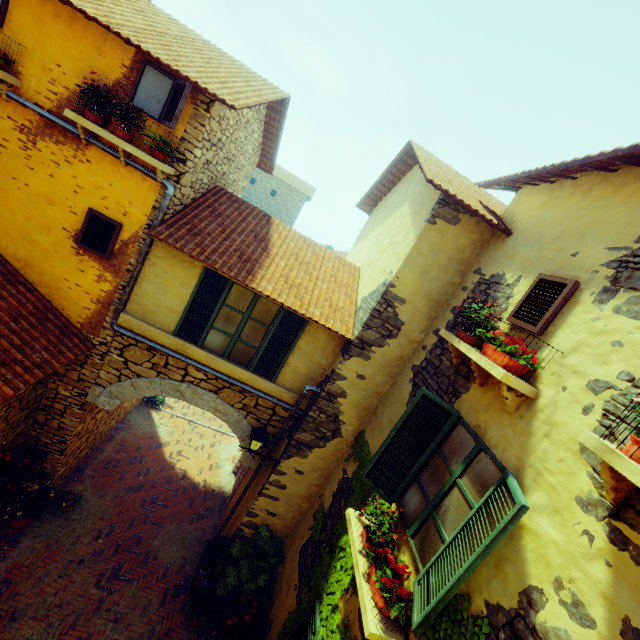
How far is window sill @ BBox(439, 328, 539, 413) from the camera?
3.3 meters

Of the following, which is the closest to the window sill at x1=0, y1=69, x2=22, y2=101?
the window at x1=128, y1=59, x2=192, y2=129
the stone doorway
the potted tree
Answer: the window at x1=128, y1=59, x2=192, y2=129

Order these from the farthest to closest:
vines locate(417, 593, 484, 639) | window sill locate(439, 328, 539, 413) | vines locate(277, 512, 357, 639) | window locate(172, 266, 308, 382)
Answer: window locate(172, 266, 308, 382)
vines locate(277, 512, 357, 639)
window sill locate(439, 328, 539, 413)
vines locate(417, 593, 484, 639)

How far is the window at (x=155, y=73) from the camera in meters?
4.8 m

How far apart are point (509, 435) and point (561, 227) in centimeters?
283cm

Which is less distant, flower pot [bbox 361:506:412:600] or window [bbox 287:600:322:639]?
flower pot [bbox 361:506:412:600]

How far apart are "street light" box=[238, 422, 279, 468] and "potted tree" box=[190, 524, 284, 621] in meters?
2.1

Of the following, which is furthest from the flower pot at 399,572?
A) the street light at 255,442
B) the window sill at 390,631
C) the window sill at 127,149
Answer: the window sill at 127,149
